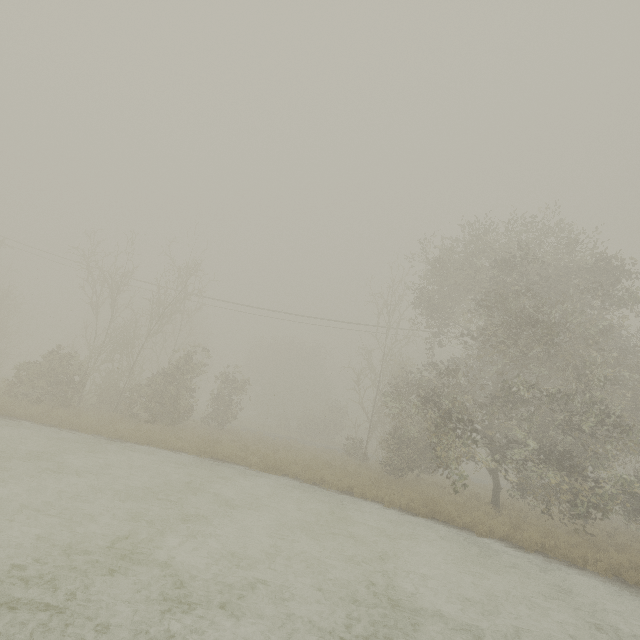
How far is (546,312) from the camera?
14.7m
